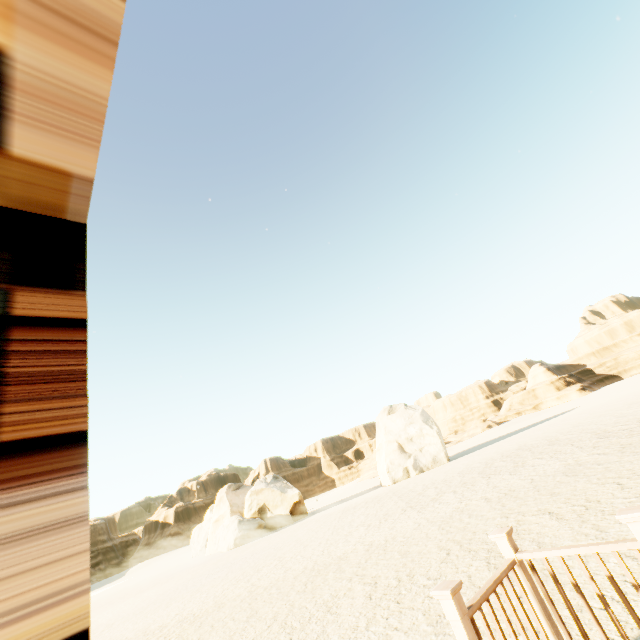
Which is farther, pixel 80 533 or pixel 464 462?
pixel 464 462

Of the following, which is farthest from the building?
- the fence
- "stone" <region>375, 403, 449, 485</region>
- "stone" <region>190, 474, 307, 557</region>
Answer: "stone" <region>190, 474, 307, 557</region>

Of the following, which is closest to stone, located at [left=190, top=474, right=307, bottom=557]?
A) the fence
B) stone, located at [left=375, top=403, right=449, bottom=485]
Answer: stone, located at [left=375, top=403, right=449, bottom=485]

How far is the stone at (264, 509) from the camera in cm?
2788

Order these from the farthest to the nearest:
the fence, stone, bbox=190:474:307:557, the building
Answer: stone, bbox=190:474:307:557, the fence, the building

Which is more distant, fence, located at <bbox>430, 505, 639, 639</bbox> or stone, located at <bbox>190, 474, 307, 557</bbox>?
stone, located at <bbox>190, 474, 307, 557</bbox>

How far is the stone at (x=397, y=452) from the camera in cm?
2989
